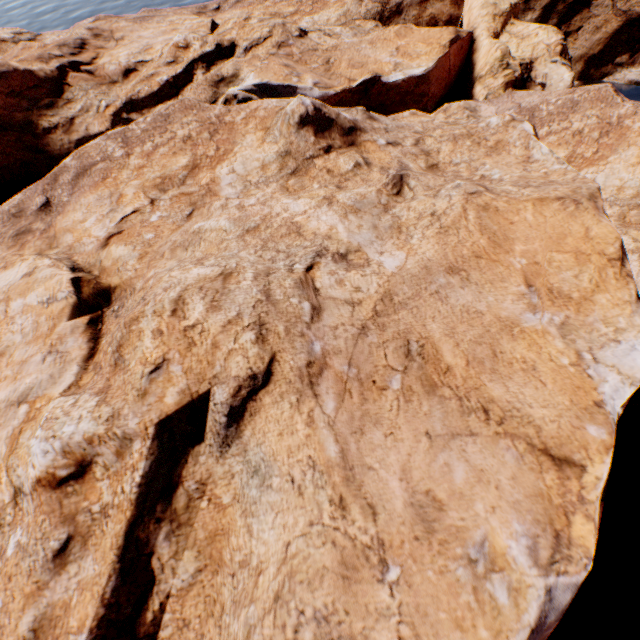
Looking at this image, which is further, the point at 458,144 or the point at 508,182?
the point at 458,144
